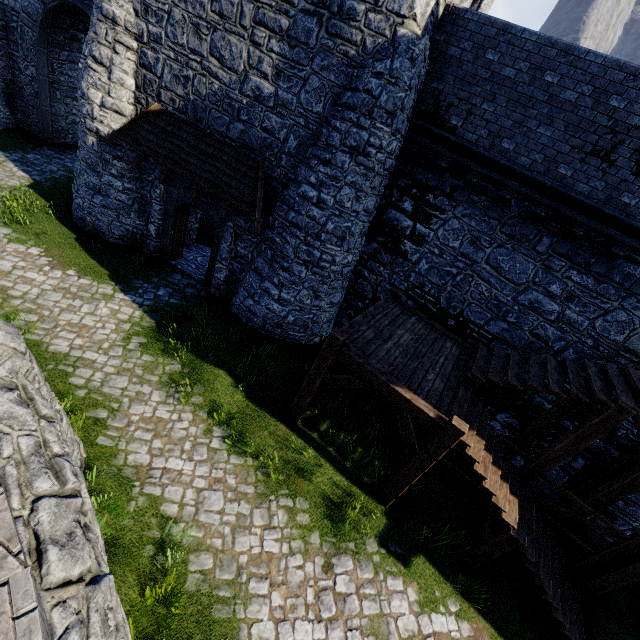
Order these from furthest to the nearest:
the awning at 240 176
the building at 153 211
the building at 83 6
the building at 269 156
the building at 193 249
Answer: the building at 83 6 → the building at 193 249 → the building at 153 211 → the awning at 240 176 → the building at 269 156

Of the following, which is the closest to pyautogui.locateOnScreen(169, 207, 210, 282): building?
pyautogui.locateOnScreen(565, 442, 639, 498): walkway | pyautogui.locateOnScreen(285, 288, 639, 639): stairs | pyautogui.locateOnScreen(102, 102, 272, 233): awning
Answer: pyautogui.locateOnScreen(102, 102, 272, 233): awning

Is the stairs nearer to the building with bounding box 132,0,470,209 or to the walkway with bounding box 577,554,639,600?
the walkway with bounding box 577,554,639,600

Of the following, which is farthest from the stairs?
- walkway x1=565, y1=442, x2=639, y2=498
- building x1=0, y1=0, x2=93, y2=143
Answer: building x1=0, y1=0, x2=93, y2=143

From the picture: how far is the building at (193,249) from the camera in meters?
13.3

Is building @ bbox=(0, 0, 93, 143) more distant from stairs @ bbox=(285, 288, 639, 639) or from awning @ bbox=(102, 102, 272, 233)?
stairs @ bbox=(285, 288, 639, 639)

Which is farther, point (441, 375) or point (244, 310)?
point (244, 310)
